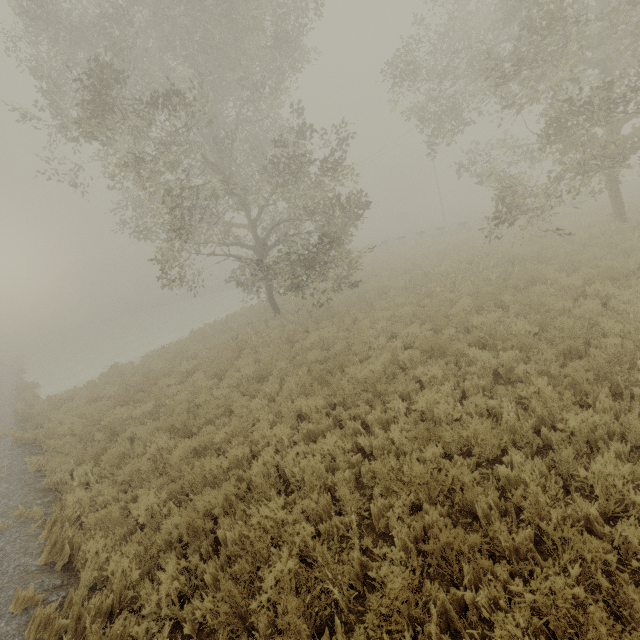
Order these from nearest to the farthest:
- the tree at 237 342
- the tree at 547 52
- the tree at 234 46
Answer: the tree at 547 52 < the tree at 234 46 < the tree at 237 342

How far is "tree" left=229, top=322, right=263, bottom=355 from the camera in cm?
1331

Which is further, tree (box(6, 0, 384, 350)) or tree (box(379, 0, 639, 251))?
tree (box(6, 0, 384, 350))

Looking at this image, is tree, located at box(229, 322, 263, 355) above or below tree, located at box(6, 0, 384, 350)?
below

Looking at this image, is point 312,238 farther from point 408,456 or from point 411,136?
point 411,136

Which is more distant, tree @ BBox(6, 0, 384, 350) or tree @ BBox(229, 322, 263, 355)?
tree @ BBox(229, 322, 263, 355)

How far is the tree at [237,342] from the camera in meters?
13.3

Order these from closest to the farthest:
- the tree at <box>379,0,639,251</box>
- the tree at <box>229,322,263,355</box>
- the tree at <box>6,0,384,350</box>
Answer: the tree at <box>379,0,639,251</box>
the tree at <box>6,0,384,350</box>
the tree at <box>229,322,263,355</box>
